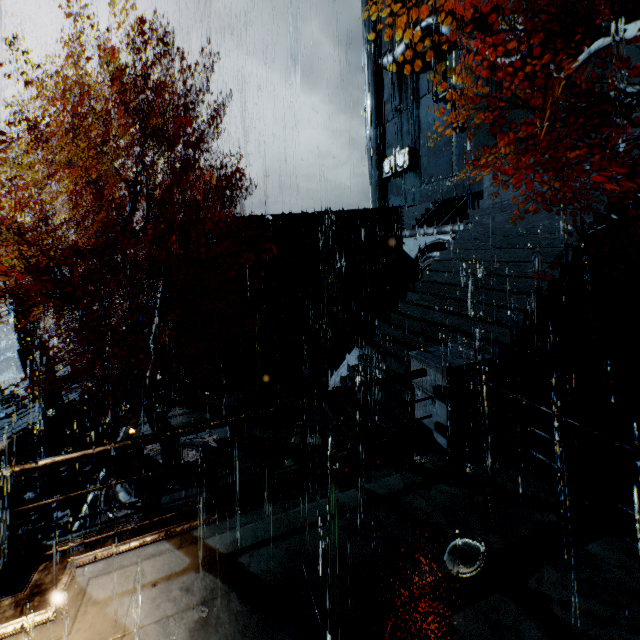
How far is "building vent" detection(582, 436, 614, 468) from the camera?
6.03m

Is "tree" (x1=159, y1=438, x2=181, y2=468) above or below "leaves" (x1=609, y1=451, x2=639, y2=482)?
below

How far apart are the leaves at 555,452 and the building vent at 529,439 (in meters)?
0.01

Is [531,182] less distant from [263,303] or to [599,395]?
[599,395]

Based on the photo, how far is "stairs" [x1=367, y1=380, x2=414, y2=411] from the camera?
7.92m

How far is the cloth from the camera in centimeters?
3397cm
